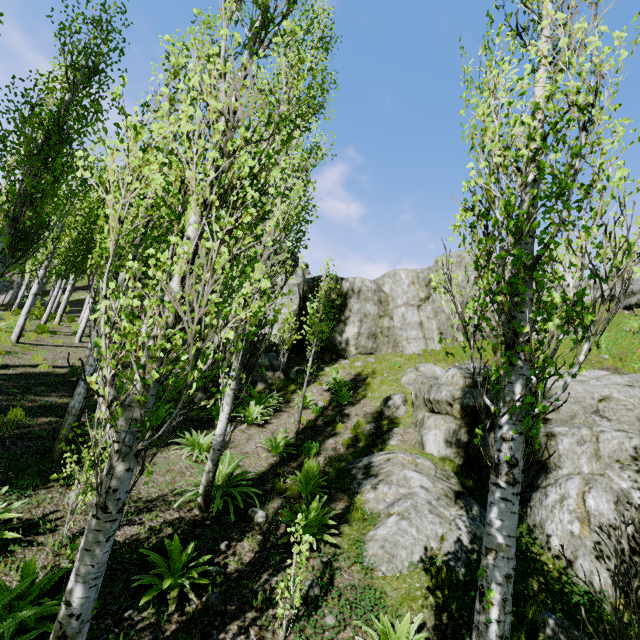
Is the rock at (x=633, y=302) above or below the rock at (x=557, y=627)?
above

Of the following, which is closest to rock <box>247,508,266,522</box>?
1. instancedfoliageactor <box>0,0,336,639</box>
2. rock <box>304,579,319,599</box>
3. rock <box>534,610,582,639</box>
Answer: instancedfoliageactor <box>0,0,336,639</box>

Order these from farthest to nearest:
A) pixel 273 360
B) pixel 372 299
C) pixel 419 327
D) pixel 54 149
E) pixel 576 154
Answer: pixel 372 299, pixel 419 327, pixel 273 360, pixel 54 149, pixel 576 154

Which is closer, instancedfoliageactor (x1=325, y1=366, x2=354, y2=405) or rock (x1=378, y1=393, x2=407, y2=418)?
rock (x1=378, y1=393, x2=407, y2=418)

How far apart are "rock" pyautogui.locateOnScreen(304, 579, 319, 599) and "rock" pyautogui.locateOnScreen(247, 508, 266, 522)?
1.5 meters

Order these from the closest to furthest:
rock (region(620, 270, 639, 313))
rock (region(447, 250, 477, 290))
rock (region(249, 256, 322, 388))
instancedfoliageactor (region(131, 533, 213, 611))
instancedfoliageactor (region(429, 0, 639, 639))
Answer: instancedfoliageactor (region(429, 0, 639, 639)) < instancedfoliageactor (region(131, 533, 213, 611)) < rock (region(249, 256, 322, 388)) < rock (region(620, 270, 639, 313)) < rock (region(447, 250, 477, 290))

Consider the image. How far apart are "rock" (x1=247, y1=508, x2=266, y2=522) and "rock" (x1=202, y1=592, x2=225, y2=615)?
1.6m

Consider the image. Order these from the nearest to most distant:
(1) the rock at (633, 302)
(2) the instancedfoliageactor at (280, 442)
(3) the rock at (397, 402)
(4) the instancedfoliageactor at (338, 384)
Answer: (2) the instancedfoliageactor at (280, 442), (3) the rock at (397, 402), (4) the instancedfoliageactor at (338, 384), (1) the rock at (633, 302)
